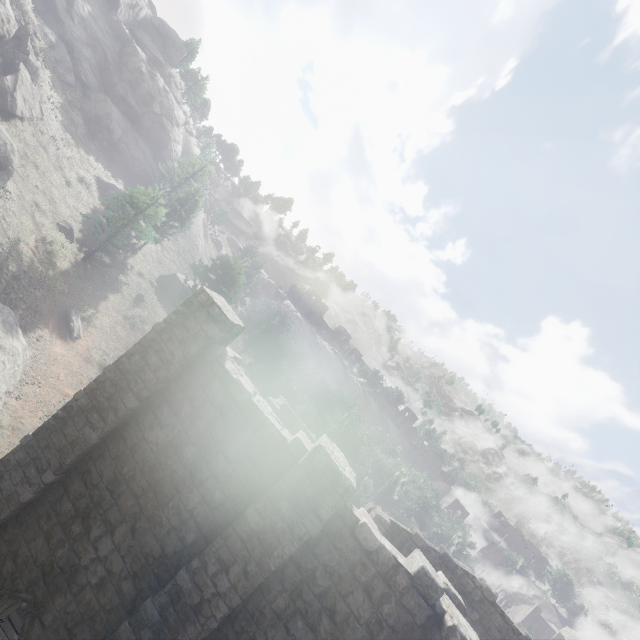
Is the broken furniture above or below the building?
below

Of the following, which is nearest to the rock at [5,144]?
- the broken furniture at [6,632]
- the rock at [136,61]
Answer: the rock at [136,61]

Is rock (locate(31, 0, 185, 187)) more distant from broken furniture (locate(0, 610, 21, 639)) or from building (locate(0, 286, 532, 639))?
broken furniture (locate(0, 610, 21, 639))

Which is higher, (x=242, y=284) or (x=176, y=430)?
(x=242, y=284)

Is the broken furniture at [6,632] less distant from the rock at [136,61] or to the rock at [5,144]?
the rock at [5,144]

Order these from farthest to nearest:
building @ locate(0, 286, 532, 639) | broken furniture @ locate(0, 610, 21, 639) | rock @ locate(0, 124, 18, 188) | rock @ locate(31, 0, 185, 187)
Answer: rock @ locate(31, 0, 185, 187)
rock @ locate(0, 124, 18, 188)
broken furniture @ locate(0, 610, 21, 639)
building @ locate(0, 286, 532, 639)

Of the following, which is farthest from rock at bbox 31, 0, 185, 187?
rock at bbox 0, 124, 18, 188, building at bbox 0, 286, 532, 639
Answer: building at bbox 0, 286, 532, 639

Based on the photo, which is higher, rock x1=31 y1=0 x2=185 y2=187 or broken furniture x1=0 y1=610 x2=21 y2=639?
rock x1=31 y1=0 x2=185 y2=187
